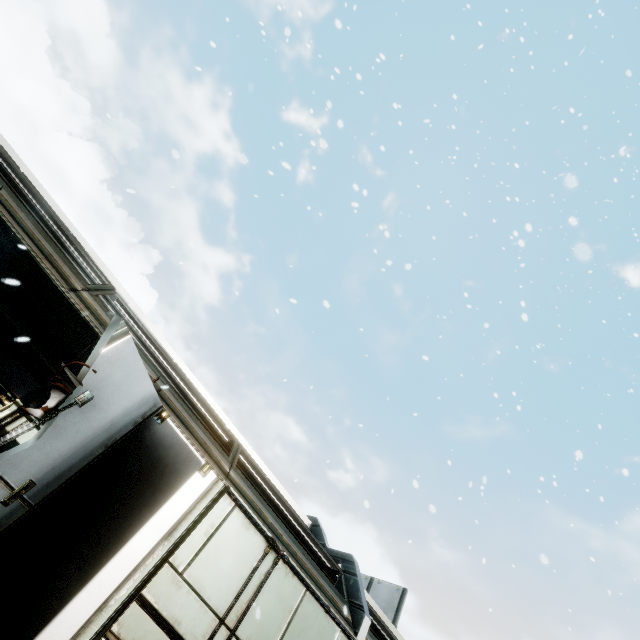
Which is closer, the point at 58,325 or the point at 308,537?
the point at 308,537
